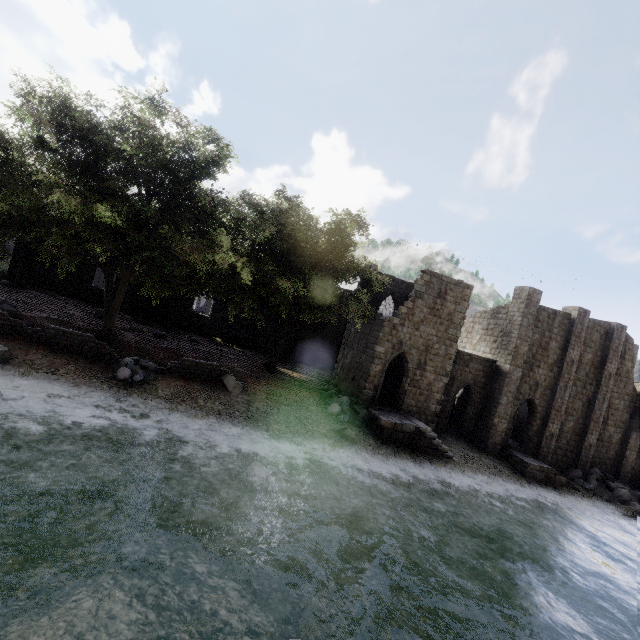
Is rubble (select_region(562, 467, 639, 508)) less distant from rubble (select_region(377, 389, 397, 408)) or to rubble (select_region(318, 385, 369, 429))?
rubble (select_region(377, 389, 397, 408))

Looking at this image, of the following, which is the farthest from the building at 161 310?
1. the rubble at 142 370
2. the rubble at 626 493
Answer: Result: the rubble at 142 370

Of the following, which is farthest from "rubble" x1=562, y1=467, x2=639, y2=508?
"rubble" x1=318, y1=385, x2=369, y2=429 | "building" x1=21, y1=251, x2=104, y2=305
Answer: "rubble" x1=318, y1=385, x2=369, y2=429

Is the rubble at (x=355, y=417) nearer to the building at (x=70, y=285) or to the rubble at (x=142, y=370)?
the building at (x=70, y=285)

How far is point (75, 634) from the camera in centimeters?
557cm

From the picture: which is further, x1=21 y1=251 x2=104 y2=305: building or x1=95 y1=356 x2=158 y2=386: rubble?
x1=21 y1=251 x2=104 y2=305: building

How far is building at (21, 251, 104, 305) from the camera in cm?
2595
